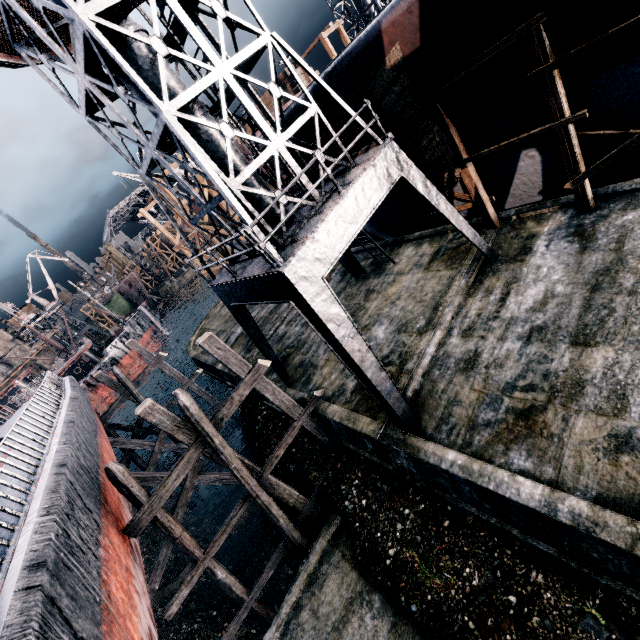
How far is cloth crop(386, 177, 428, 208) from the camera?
12.90m

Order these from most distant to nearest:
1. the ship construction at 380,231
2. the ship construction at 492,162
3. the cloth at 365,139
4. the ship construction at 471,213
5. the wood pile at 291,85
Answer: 1. the wood pile at 291,85
2. the ship construction at 380,231
3. the ship construction at 471,213
4. the cloth at 365,139
5. the ship construction at 492,162

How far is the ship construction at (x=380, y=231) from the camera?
16.5 meters

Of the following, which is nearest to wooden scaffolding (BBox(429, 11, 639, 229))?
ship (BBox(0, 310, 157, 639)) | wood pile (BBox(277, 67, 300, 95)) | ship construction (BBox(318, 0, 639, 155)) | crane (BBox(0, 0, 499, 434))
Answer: ship construction (BBox(318, 0, 639, 155))

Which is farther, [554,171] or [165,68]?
[554,171]

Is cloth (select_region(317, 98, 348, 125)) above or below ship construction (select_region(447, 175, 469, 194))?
above

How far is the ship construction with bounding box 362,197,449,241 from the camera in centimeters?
1655cm
